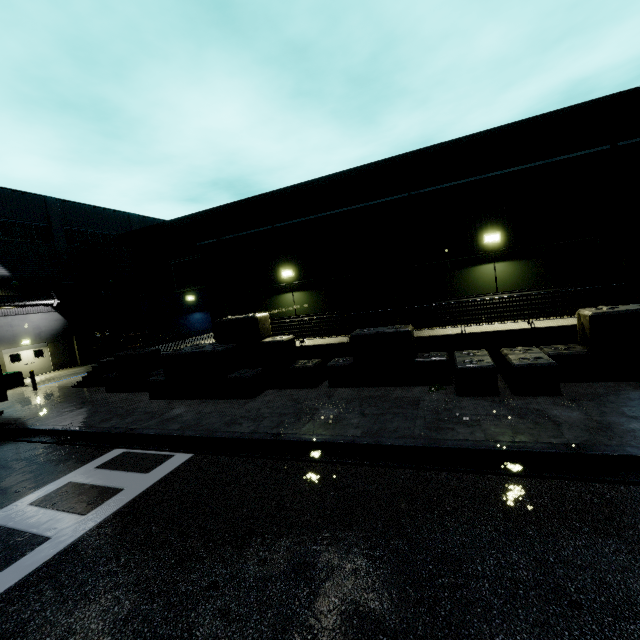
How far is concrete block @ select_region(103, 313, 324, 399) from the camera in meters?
11.5 m

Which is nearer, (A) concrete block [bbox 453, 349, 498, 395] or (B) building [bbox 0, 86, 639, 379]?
(A) concrete block [bbox 453, 349, 498, 395]

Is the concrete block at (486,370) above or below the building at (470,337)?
below

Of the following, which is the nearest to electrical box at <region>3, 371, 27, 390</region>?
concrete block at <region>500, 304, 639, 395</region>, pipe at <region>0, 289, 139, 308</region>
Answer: pipe at <region>0, 289, 139, 308</region>

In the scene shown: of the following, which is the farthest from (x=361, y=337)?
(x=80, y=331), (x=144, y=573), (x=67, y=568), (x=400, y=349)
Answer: (x=80, y=331)

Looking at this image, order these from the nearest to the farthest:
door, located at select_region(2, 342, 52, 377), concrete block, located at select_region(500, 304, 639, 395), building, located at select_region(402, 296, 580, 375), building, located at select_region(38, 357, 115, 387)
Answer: concrete block, located at select_region(500, 304, 639, 395) → building, located at select_region(402, 296, 580, 375) → building, located at select_region(38, 357, 115, 387) → door, located at select_region(2, 342, 52, 377)

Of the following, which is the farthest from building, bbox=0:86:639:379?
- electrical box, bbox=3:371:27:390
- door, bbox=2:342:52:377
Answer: electrical box, bbox=3:371:27:390

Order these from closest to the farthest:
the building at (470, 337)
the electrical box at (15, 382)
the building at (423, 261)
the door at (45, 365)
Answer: the building at (470, 337)
the building at (423, 261)
the electrical box at (15, 382)
the door at (45, 365)
